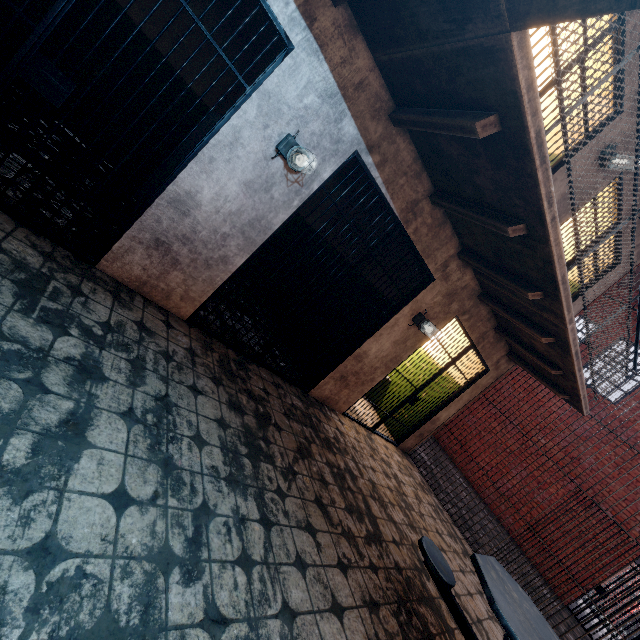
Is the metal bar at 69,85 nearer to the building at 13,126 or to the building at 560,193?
the building at 13,126

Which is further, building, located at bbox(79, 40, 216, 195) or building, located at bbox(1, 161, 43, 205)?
building, located at bbox(79, 40, 216, 195)

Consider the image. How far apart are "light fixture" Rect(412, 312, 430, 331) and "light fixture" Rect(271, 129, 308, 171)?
2.62m

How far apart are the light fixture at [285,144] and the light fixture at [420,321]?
2.6m

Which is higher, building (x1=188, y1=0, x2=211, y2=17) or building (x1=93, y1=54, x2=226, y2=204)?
building (x1=188, y1=0, x2=211, y2=17)

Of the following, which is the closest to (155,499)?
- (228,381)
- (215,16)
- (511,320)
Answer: (228,381)

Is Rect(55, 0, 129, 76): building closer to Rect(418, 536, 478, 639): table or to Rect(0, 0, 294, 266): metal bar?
Rect(0, 0, 294, 266): metal bar
